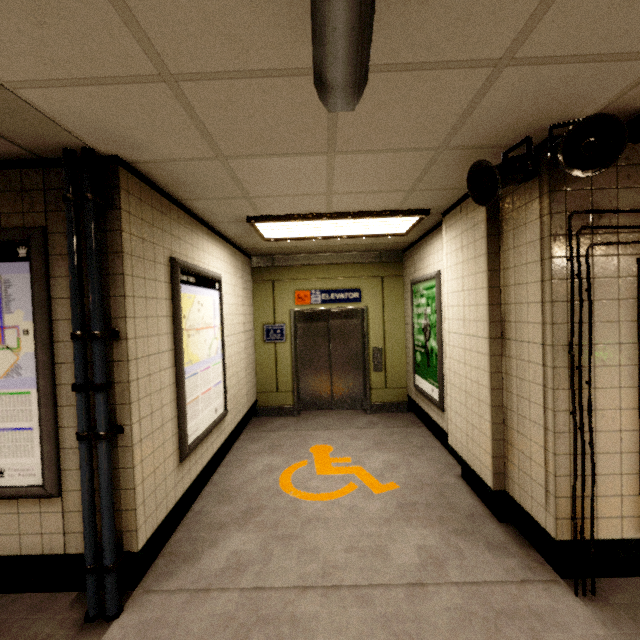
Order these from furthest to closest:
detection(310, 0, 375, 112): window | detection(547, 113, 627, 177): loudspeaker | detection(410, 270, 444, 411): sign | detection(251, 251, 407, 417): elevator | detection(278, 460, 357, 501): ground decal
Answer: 1. detection(251, 251, 407, 417): elevator
2. detection(410, 270, 444, 411): sign
3. detection(278, 460, 357, 501): ground decal
4. detection(547, 113, 627, 177): loudspeaker
5. detection(310, 0, 375, 112): window

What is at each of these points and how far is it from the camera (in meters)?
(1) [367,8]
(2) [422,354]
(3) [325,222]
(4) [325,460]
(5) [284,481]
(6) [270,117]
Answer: (1) window, 0.91
(2) sign, 4.84
(3) fluorescent light, 3.71
(4) ground decal, 4.15
(5) ground decal, 3.67
(6) storm drain, 1.76

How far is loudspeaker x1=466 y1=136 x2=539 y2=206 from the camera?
2.1 meters

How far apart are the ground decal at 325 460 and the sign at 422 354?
1.1 meters

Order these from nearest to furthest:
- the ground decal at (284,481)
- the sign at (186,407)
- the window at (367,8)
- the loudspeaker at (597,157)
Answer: the window at (367,8) < the loudspeaker at (597,157) < the sign at (186,407) < the ground decal at (284,481)

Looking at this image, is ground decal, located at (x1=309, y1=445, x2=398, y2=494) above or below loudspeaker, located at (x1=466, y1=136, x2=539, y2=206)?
below

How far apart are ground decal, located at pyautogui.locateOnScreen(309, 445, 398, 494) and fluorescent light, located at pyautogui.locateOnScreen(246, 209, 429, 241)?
2.9 meters

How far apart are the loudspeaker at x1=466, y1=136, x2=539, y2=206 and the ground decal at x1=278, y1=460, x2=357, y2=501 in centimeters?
293cm
